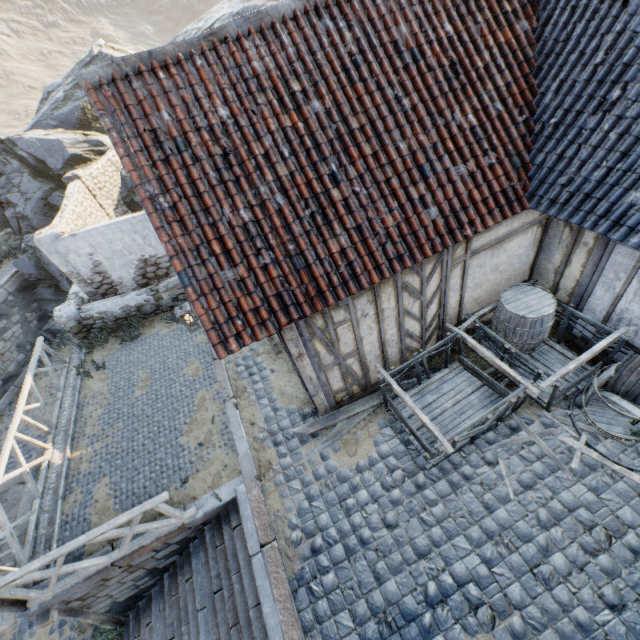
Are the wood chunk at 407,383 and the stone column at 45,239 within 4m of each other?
no

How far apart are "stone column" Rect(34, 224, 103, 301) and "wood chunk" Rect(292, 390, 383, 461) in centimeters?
786cm

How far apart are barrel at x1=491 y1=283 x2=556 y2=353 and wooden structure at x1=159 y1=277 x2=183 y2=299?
4.77m

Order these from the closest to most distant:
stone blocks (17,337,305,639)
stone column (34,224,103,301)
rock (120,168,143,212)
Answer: stone blocks (17,337,305,639)
stone column (34,224,103,301)
rock (120,168,143,212)

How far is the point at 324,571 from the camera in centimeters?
494cm

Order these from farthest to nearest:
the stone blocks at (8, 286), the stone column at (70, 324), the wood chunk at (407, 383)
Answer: the stone blocks at (8, 286), the stone column at (70, 324), the wood chunk at (407, 383)

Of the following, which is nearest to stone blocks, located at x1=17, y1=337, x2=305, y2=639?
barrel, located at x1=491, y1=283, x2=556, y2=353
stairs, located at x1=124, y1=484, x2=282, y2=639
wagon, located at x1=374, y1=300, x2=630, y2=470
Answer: stairs, located at x1=124, y1=484, x2=282, y2=639

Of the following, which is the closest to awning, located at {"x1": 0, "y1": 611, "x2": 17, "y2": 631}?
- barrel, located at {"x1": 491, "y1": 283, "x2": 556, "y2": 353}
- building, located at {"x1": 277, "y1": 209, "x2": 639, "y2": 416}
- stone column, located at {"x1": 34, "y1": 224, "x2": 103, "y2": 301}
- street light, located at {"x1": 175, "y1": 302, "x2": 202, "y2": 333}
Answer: stone column, located at {"x1": 34, "y1": 224, "x2": 103, "y2": 301}
